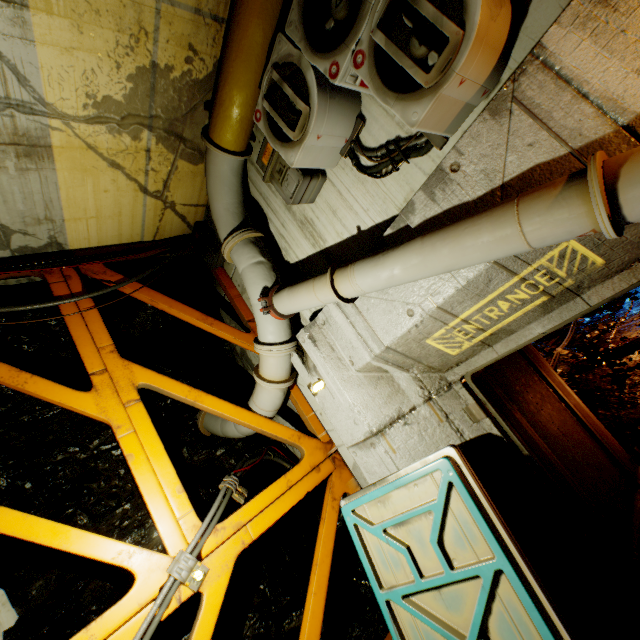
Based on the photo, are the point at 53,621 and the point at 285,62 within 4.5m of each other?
no

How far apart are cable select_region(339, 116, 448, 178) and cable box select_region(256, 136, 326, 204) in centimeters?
31cm

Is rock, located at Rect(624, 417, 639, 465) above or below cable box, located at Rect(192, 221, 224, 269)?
below

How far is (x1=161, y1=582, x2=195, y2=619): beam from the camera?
3.3 meters

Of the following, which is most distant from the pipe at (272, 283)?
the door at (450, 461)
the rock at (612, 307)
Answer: the rock at (612, 307)

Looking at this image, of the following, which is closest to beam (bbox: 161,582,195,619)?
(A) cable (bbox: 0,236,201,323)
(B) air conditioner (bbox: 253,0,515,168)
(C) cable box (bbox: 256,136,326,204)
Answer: (A) cable (bbox: 0,236,201,323)

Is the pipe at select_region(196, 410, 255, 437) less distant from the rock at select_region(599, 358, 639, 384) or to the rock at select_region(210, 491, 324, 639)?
the rock at select_region(210, 491, 324, 639)

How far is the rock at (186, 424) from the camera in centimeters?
540cm
